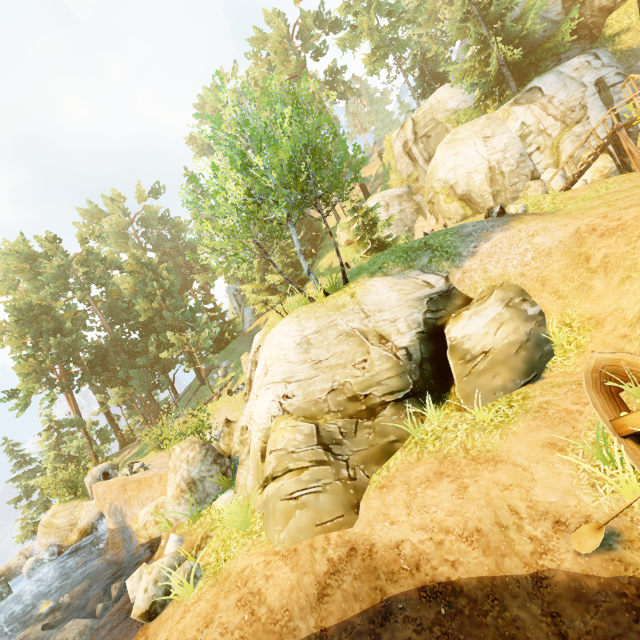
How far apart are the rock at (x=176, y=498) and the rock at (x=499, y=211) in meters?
15.5

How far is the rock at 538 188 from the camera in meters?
19.6 m

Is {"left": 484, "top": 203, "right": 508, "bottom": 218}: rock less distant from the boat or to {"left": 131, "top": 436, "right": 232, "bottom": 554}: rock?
the boat

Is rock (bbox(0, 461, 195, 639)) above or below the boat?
below

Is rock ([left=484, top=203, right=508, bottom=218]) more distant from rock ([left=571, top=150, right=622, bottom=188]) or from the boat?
the boat

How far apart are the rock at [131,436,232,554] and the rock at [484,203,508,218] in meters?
15.5

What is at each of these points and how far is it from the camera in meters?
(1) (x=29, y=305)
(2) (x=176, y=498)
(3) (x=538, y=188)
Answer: (1) tree, 28.1
(2) rock, 11.2
(3) rock, 19.6

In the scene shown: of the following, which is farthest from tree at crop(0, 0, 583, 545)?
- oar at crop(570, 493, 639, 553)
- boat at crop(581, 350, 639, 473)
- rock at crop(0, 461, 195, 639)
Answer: rock at crop(0, 461, 195, 639)
